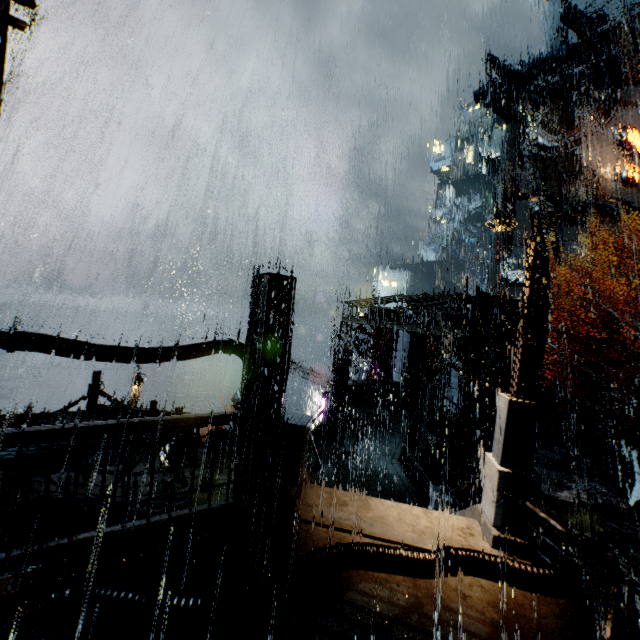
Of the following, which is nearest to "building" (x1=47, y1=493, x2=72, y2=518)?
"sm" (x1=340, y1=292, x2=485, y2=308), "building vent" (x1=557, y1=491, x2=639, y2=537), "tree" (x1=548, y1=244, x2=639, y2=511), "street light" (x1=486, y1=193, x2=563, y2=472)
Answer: "sm" (x1=340, y1=292, x2=485, y2=308)

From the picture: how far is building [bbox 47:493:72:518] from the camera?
11.1 meters

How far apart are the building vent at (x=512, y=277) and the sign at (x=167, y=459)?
40.1m

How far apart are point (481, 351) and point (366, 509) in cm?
1944

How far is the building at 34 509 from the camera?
11.0 meters

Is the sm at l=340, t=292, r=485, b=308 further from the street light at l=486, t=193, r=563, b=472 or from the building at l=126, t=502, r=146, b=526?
the street light at l=486, t=193, r=563, b=472

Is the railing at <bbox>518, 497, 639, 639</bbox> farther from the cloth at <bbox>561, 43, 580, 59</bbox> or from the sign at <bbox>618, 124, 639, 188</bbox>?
the cloth at <bbox>561, 43, 580, 59</bbox>

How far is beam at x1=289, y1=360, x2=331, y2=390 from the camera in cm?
2408
